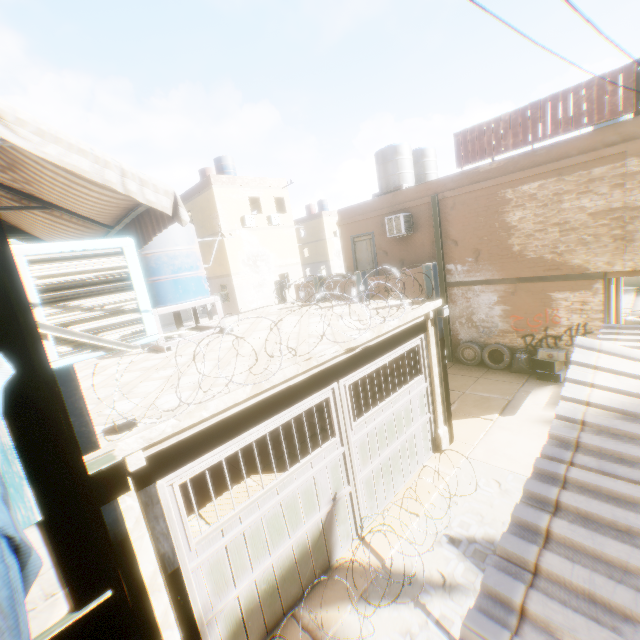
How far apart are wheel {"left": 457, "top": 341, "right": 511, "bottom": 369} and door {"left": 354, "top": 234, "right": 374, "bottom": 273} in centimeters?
498cm

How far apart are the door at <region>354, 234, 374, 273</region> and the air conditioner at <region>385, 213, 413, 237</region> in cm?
149

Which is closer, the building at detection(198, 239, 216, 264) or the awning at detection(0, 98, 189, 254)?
the awning at detection(0, 98, 189, 254)

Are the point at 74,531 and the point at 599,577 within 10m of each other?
yes

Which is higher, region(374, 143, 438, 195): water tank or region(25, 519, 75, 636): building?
region(374, 143, 438, 195): water tank

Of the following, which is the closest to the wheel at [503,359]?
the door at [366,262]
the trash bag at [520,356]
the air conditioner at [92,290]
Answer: the trash bag at [520,356]

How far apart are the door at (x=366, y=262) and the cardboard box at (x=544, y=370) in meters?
7.2 m

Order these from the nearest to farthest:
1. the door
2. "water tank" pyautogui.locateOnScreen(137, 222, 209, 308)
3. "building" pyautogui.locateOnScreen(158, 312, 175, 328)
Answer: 1. "water tank" pyautogui.locateOnScreen(137, 222, 209, 308)
2. the door
3. "building" pyautogui.locateOnScreen(158, 312, 175, 328)
